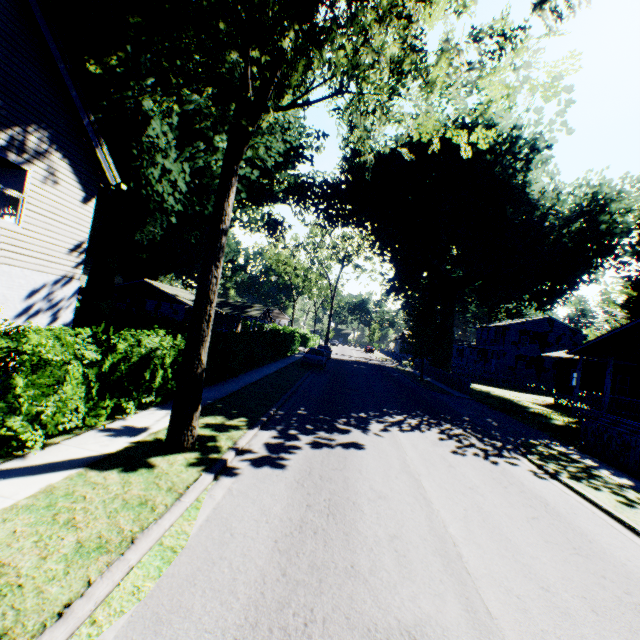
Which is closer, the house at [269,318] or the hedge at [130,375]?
the hedge at [130,375]

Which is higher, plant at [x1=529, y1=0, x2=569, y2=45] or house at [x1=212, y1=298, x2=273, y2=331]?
plant at [x1=529, y1=0, x2=569, y2=45]

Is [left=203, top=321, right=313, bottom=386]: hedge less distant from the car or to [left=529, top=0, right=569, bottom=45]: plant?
[left=529, top=0, right=569, bottom=45]: plant

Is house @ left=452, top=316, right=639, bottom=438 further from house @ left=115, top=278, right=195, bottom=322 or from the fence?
house @ left=115, top=278, right=195, bottom=322

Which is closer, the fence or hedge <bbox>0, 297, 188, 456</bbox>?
hedge <bbox>0, 297, 188, 456</bbox>

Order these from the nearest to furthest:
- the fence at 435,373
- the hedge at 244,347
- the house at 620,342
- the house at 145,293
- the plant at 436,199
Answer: the plant at 436,199 < the hedge at 244,347 < the house at 620,342 < the fence at 435,373 < the house at 145,293

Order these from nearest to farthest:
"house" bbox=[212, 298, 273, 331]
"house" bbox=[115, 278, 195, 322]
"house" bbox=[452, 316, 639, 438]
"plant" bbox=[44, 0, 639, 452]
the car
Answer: "plant" bbox=[44, 0, 639, 452]
"house" bbox=[452, 316, 639, 438]
the car
"house" bbox=[115, 278, 195, 322]
"house" bbox=[212, 298, 273, 331]

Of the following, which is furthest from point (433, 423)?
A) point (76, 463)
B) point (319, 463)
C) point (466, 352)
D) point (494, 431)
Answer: point (466, 352)
